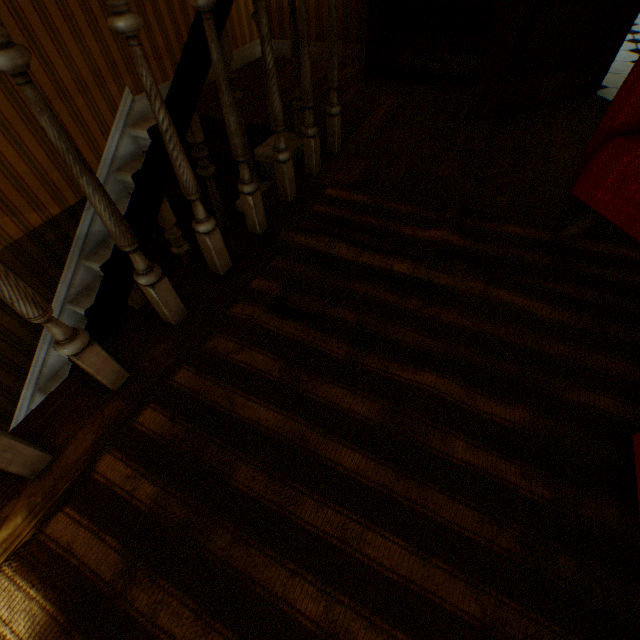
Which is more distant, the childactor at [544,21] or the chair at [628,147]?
the childactor at [544,21]

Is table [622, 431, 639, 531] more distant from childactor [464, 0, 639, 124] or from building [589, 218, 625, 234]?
childactor [464, 0, 639, 124]

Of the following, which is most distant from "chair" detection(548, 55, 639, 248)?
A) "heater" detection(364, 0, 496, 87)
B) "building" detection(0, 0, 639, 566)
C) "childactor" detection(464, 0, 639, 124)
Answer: "heater" detection(364, 0, 496, 87)

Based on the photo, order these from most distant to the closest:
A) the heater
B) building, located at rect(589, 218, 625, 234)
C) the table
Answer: the heater
building, located at rect(589, 218, 625, 234)
the table

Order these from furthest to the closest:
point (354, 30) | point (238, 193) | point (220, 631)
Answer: point (354, 30) < point (238, 193) < point (220, 631)

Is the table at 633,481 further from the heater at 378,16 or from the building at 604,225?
the heater at 378,16

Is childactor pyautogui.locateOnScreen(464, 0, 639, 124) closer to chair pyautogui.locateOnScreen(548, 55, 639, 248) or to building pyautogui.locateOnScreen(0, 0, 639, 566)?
building pyautogui.locateOnScreen(0, 0, 639, 566)

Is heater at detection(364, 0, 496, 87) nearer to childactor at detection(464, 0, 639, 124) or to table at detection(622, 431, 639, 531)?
childactor at detection(464, 0, 639, 124)
